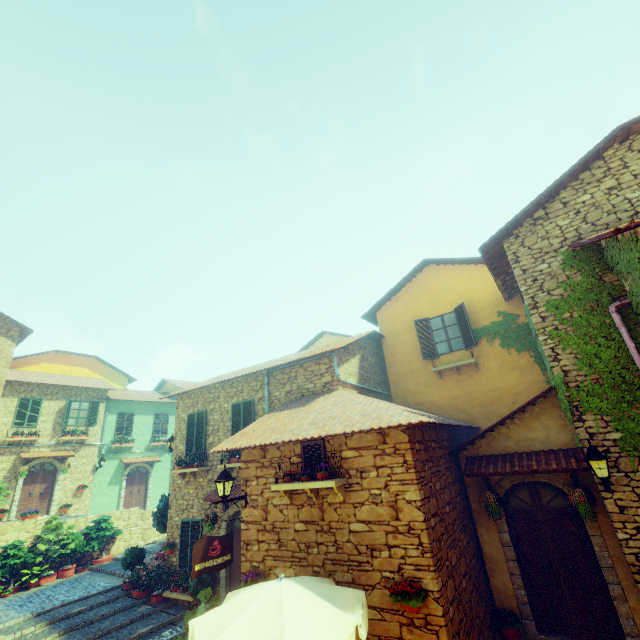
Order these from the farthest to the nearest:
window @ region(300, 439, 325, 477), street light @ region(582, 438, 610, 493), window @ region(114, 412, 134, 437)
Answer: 1. window @ region(114, 412, 134, 437)
2. window @ region(300, 439, 325, 477)
3. street light @ region(582, 438, 610, 493)

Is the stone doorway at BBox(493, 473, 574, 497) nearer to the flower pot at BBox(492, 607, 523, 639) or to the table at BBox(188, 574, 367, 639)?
the flower pot at BBox(492, 607, 523, 639)

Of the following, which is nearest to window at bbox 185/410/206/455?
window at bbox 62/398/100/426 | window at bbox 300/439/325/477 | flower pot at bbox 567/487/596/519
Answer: window at bbox 300/439/325/477

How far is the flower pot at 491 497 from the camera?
7.3m

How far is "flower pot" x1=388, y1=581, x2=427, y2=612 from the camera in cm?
489

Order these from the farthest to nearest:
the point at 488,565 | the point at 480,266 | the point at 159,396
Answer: the point at 159,396 < the point at 480,266 < the point at 488,565

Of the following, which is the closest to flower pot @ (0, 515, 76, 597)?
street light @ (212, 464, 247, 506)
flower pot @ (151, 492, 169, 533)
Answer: flower pot @ (151, 492, 169, 533)

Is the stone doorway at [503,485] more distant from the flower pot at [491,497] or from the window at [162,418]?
the window at [162,418]
